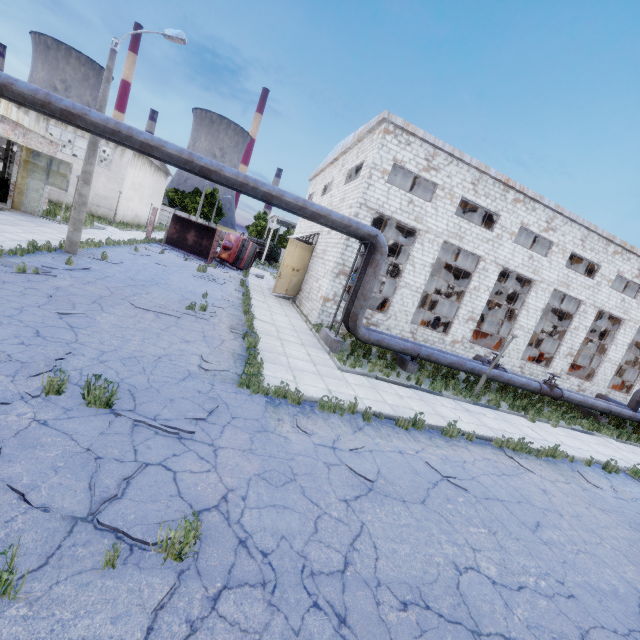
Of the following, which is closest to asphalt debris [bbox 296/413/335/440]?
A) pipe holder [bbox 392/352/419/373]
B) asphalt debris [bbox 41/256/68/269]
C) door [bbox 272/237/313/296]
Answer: pipe holder [bbox 392/352/419/373]

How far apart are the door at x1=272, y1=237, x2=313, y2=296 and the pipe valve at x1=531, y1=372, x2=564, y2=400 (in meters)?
15.38

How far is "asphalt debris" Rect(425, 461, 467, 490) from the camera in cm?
657

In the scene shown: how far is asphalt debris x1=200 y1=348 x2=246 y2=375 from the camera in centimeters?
790cm

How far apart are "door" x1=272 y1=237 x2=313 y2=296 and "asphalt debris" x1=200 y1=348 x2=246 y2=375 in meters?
12.6 m

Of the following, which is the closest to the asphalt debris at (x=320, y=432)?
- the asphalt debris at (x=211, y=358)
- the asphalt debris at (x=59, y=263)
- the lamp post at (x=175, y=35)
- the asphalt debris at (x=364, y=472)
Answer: the asphalt debris at (x=364, y=472)

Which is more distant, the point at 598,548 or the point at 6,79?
the point at 6,79

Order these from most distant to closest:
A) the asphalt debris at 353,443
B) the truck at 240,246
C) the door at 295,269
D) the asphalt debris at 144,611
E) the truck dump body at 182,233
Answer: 1. the truck at 240,246
2. the truck dump body at 182,233
3. the door at 295,269
4. the asphalt debris at 353,443
5. the asphalt debris at 144,611
